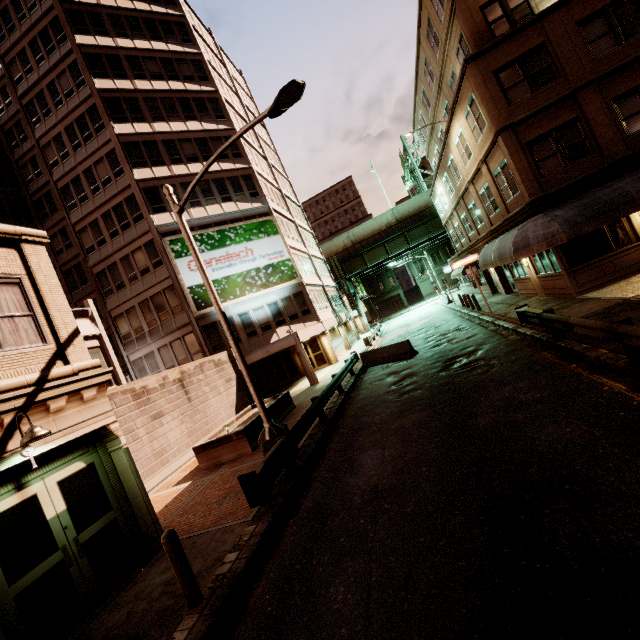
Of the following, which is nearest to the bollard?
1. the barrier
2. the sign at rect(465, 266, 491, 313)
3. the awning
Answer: the barrier

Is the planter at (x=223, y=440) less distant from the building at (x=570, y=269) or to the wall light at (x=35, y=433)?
the wall light at (x=35, y=433)

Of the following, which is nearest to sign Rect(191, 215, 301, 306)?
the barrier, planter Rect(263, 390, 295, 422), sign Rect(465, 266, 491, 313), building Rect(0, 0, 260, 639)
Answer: building Rect(0, 0, 260, 639)

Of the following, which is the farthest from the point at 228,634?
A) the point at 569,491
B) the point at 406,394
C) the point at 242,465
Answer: the point at 406,394

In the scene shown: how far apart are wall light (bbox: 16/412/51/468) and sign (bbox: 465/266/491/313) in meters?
19.9

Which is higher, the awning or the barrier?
the awning

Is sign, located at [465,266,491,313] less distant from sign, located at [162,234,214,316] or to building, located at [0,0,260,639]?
building, located at [0,0,260,639]

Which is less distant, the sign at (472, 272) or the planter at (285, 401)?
the planter at (285, 401)
